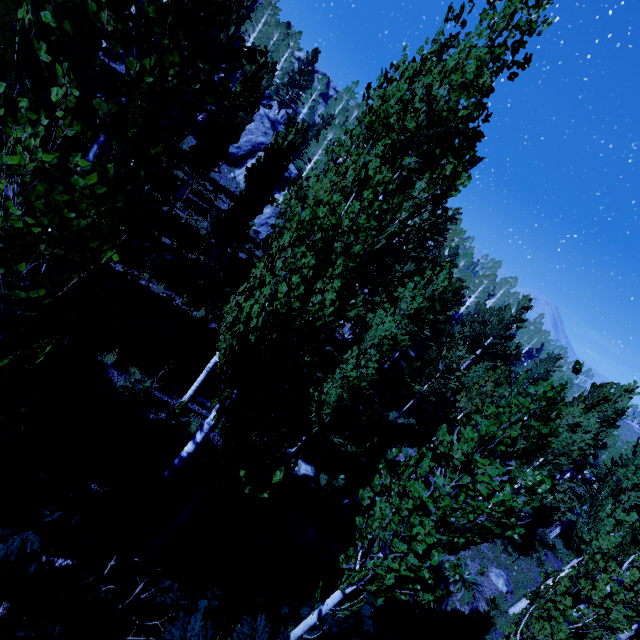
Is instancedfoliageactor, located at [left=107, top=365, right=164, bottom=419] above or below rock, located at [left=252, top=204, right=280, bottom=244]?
below

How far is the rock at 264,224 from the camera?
28.76m

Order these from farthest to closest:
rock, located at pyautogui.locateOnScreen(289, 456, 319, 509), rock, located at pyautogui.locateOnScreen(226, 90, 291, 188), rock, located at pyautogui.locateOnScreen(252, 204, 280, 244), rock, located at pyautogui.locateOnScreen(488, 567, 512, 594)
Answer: rock, located at pyautogui.locateOnScreen(226, 90, 291, 188) < rock, located at pyautogui.locateOnScreen(252, 204, 280, 244) < rock, located at pyautogui.locateOnScreen(488, 567, 512, 594) < rock, located at pyautogui.locateOnScreen(289, 456, 319, 509)

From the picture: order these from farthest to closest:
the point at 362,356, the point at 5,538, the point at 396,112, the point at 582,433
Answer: the point at 582,433 → the point at 362,356 → the point at 396,112 → the point at 5,538

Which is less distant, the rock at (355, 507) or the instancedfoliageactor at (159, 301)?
the rock at (355, 507)

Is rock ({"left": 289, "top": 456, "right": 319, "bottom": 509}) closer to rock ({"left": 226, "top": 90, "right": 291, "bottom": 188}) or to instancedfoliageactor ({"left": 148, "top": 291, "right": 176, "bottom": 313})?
instancedfoliageactor ({"left": 148, "top": 291, "right": 176, "bottom": 313})

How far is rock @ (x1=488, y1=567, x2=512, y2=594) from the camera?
12.73m
